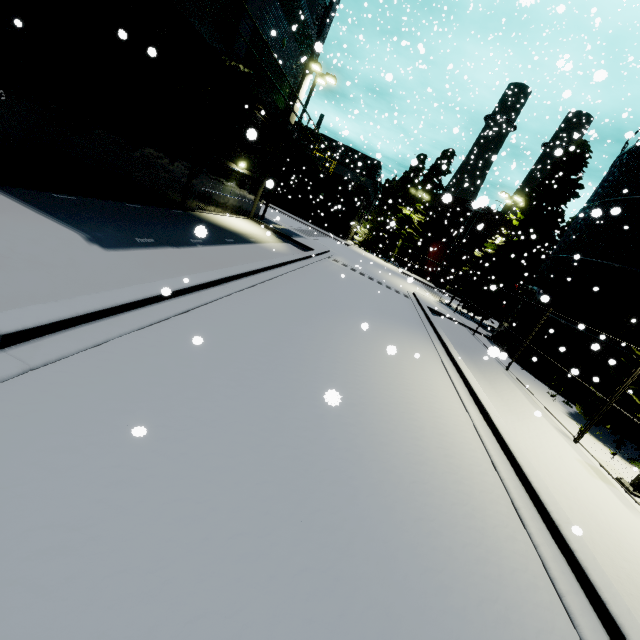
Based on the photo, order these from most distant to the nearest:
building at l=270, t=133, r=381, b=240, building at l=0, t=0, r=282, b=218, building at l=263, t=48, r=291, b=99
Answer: building at l=270, t=133, r=381, b=240 → building at l=263, t=48, r=291, b=99 → building at l=0, t=0, r=282, b=218

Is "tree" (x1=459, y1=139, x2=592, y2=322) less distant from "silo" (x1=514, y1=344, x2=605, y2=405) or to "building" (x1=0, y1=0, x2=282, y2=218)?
"silo" (x1=514, y1=344, x2=605, y2=405)

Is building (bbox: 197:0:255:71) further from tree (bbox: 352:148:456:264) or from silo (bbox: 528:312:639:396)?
tree (bbox: 352:148:456:264)

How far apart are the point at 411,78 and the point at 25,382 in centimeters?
4574cm

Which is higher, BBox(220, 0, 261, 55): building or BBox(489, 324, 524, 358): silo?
BBox(220, 0, 261, 55): building

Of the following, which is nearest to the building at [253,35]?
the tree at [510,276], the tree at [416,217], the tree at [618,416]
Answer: the tree at [510,276]

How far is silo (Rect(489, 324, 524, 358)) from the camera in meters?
17.5

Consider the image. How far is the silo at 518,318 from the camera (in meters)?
17.09
